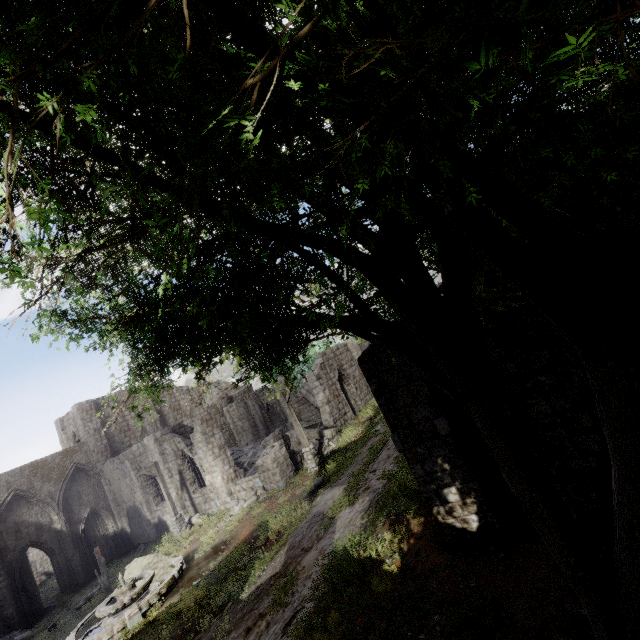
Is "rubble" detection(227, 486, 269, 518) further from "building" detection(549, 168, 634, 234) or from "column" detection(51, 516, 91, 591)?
"column" detection(51, 516, 91, 591)

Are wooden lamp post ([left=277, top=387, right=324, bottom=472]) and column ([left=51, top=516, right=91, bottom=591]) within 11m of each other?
no

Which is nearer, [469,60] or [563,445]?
[469,60]

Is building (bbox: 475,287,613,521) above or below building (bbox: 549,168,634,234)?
below

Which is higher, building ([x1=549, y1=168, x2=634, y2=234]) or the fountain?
building ([x1=549, y1=168, x2=634, y2=234])

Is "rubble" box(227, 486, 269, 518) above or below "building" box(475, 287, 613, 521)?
below

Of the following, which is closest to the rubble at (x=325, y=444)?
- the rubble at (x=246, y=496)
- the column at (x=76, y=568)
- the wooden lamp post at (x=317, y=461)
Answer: the wooden lamp post at (x=317, y=461)

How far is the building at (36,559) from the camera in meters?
37.6 m
